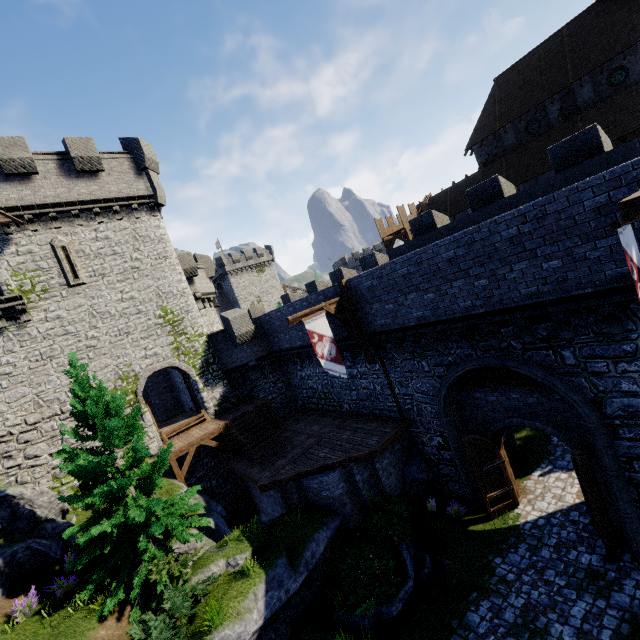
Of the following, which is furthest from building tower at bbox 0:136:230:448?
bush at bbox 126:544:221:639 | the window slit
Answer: bush at bbox 126:544:221:639

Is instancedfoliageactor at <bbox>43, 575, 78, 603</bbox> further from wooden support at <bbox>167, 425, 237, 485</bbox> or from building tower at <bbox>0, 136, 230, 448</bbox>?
building tower at <bbox>0, 136, 230, 448</bbox>

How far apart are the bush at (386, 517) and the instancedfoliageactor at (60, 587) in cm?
850

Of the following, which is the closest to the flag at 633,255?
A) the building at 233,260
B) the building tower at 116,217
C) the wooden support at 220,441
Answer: the wooden support at 220,441

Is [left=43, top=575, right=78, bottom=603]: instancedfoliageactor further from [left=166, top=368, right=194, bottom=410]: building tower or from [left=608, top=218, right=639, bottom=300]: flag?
[left=608, top=218, right=639, bottom=300]: flag

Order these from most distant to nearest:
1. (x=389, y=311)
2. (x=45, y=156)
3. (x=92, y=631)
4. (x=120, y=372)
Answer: (x=120, y=372), (x=45, y=156), (x=389, y=311), (x=92, y=631)

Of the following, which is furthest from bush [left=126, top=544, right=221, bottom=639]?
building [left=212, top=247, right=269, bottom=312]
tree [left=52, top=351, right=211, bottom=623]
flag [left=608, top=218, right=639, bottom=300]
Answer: building [left=212, top=247, right=269, bottom=312]

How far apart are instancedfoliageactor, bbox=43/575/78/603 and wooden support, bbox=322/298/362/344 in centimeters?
1223cm
